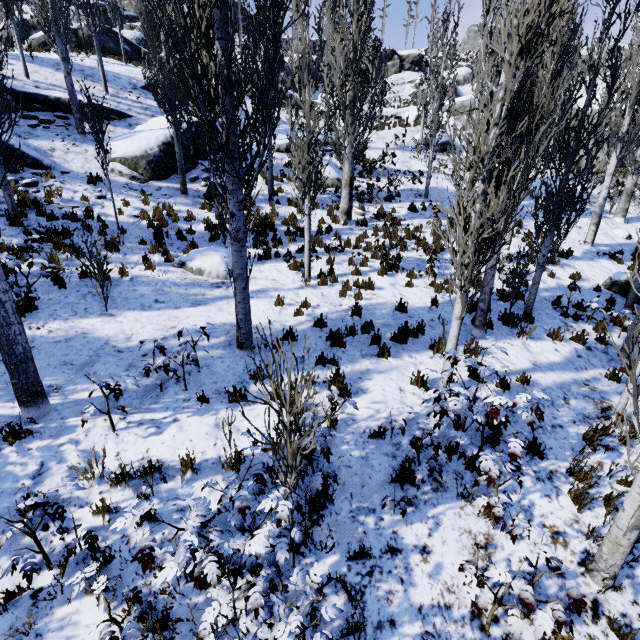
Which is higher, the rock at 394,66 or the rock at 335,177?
the rock at 394,66

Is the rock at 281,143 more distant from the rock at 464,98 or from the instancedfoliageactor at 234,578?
the rock at 464,98

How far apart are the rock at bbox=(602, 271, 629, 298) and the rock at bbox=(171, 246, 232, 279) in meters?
13.1

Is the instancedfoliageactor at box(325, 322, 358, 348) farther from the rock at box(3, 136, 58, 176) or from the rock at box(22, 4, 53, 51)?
the rock at box(22, 4, 53, 51)

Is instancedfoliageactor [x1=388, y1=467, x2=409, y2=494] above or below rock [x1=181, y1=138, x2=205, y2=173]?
below

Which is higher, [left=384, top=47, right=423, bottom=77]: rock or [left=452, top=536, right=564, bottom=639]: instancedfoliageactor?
[left=384, top=47, right=423, bottom=77]: rock

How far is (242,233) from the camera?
5.7 meters

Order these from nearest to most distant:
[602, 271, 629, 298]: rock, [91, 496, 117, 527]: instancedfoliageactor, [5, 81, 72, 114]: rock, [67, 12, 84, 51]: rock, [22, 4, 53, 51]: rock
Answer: [91, 496, 117, 527]: instancedfoliageactor → [602, 271, 629, 298]: rock → [5, 81, 72, 114]: rock → [22, 4, 53, 51]: rock → [67, 12, 84, 51]: rock
